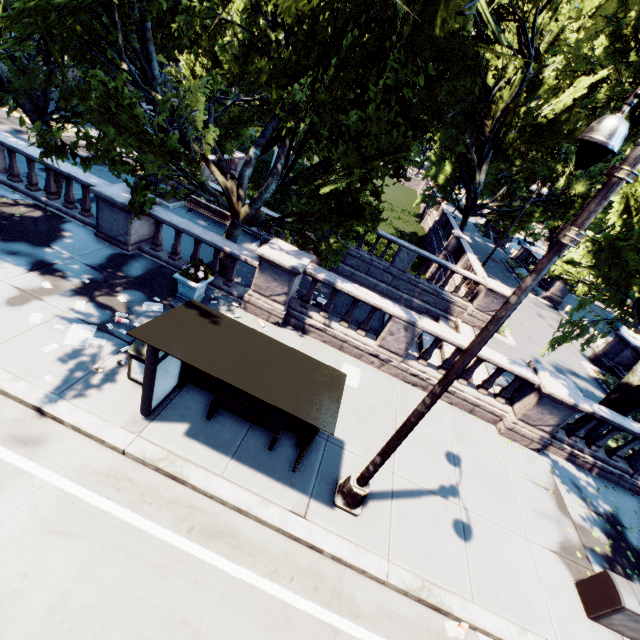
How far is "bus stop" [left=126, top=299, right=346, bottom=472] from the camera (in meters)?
4.78

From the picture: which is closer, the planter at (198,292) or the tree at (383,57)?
the tree at (383,57)

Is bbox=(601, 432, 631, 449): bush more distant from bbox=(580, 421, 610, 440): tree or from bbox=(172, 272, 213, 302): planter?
bbox=(172, 272, 213, 302): planter

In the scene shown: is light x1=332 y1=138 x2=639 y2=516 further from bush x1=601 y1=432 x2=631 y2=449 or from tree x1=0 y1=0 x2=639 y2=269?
bush x1=601 y1=432 x2=631 y2=449

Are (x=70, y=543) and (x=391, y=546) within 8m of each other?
yes

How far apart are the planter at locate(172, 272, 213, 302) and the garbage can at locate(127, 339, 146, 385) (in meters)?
2.53

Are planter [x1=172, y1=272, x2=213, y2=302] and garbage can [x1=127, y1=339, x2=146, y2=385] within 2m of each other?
no

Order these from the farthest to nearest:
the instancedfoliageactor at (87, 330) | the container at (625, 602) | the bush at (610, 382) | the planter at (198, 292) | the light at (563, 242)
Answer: the bush at (610, 382), the planter at (198, 292), the instancedfoliageactor at (87, 330), the container at (625, 602), the light at (563, 242)
